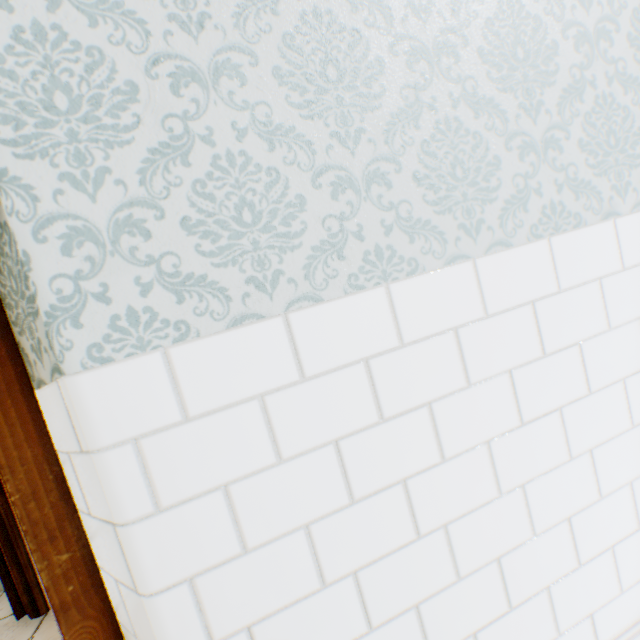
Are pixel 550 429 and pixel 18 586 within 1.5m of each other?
no
